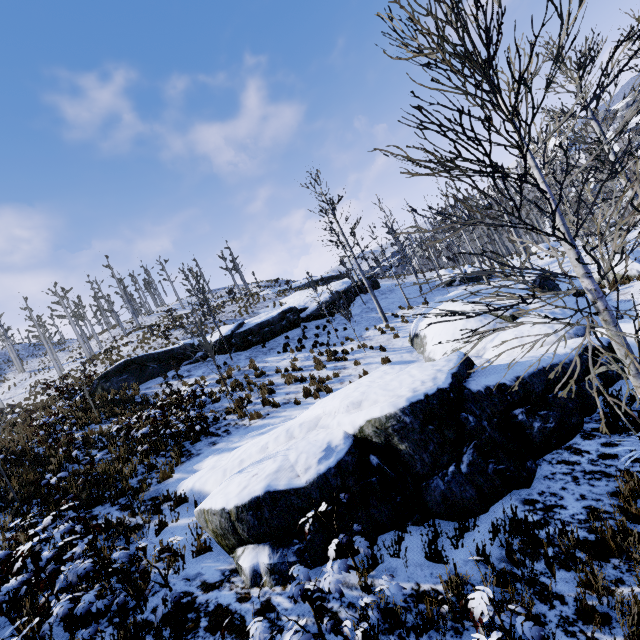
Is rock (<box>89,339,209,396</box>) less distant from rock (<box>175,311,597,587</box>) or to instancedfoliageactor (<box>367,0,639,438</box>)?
rock (<box>175,311,597,587</box>)

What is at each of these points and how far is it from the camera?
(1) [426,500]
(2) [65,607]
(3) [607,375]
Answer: (1) rock, 4.7 meters
(2) instancedfoliageactor, 3.2 meters
(3) rock, 7.2 meters

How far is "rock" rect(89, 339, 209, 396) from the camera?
16.89m

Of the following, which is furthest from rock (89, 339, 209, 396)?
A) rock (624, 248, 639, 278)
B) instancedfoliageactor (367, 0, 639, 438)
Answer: instancedfoliageactor (367, 0, 639, 438)

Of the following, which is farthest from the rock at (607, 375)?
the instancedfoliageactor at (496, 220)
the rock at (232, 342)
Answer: the rock at (232, 342)

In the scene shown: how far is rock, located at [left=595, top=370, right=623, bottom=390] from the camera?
7.14m

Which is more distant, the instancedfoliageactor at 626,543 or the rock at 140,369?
the rock at 140,369

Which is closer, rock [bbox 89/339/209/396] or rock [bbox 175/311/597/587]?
rock [bbox 175/311/597/587]
